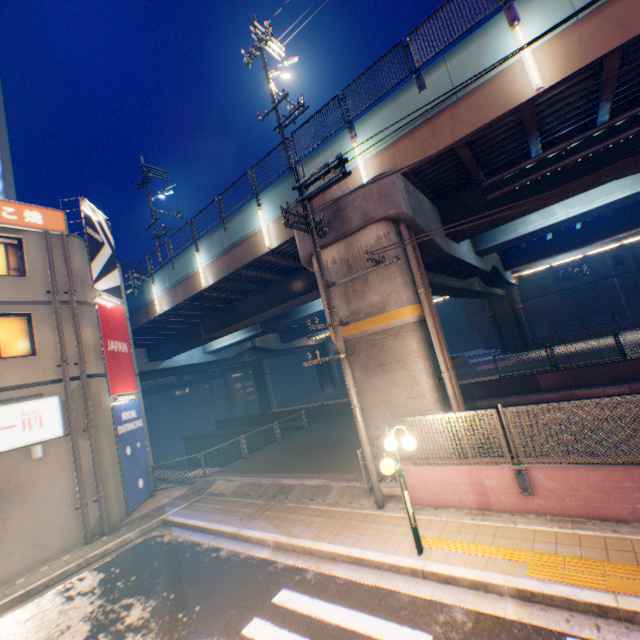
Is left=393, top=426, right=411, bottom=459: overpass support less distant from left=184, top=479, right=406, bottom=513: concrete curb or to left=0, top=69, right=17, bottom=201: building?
left=184, top=479, right=406, bottom=513: concrete curb

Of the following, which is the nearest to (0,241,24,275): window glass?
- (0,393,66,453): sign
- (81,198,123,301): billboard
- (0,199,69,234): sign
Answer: (0,199,69,234): sign

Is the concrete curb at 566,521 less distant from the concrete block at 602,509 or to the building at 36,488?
the concrete block at 602,509

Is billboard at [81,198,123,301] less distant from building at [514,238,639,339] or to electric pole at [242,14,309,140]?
electric pole at [242,14,309,140]

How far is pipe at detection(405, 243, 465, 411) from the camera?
9.4 meters

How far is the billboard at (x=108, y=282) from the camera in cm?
1438

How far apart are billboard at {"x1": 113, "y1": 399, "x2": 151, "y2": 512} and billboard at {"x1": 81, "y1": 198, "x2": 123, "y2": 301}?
4.83m

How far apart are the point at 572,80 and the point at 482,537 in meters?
11.3 m
